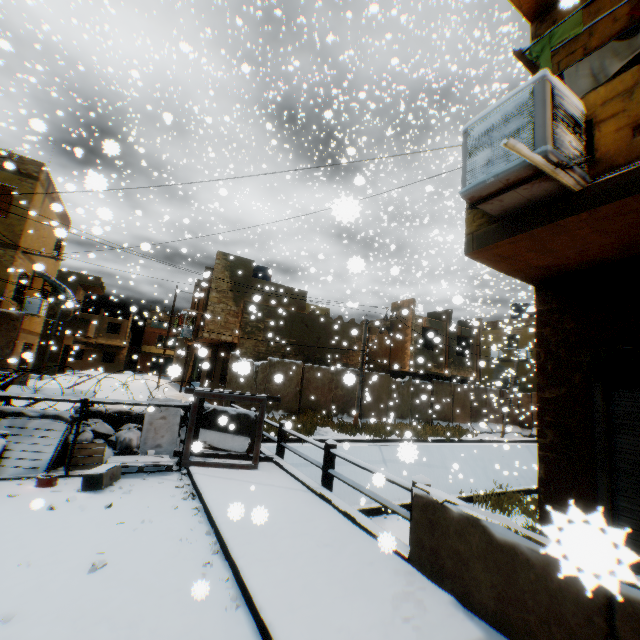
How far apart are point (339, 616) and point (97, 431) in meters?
6.8

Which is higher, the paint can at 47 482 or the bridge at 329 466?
the bridge at 329 466

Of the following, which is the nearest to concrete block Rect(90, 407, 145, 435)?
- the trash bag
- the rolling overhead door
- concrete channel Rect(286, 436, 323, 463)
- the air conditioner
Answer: the trash bag

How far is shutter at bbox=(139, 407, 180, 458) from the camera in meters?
7.8

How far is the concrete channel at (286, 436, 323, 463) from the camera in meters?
13.3 m

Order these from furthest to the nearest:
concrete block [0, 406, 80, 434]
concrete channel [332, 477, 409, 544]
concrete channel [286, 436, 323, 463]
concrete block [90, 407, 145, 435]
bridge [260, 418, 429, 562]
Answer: concrete channel [286, 436, 323, 463] < concrete channel [332, 477, 409, 544] < concrete block [90, 407, 145, 435] < concrete block [0, 406, 80, 434] < bridge [260, 418, 429, 562]

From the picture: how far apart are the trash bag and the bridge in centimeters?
196cm

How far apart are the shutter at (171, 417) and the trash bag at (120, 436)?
0.01m
